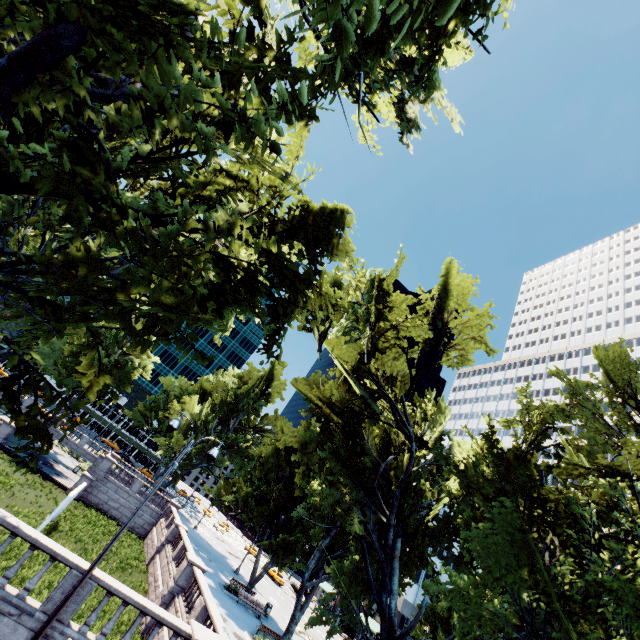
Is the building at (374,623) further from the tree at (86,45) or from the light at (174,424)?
the light at (174,424)

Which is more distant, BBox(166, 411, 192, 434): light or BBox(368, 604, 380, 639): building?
BBox(368, 604, 380, 639): building

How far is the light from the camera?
11.8 meters

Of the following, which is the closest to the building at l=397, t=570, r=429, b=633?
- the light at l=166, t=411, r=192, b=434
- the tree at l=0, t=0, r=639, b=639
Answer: the tree at l=0, t=0, r=639, b=639

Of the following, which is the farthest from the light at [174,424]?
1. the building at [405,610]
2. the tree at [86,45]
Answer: the building at [405,610]

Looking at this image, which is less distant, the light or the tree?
the tree

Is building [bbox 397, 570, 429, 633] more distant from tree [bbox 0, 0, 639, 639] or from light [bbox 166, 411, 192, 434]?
light [bbox 166, 411, 192, 434]

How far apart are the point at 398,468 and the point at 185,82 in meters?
22.0
